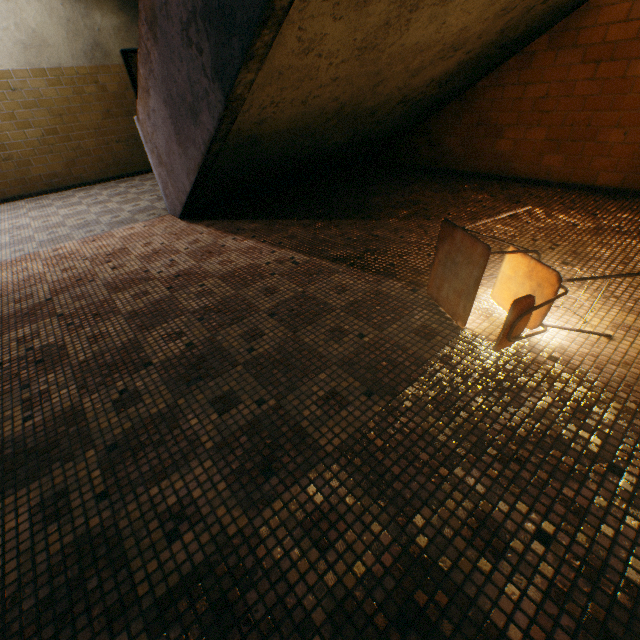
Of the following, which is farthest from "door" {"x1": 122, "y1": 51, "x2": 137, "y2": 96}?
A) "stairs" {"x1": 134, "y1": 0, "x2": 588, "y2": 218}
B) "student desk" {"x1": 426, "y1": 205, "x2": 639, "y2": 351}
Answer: "student desk" {"x1": 426, "y1": 205, "x2": 639, "y2": 351}

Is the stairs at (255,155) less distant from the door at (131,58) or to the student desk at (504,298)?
the student desk at (504,298)

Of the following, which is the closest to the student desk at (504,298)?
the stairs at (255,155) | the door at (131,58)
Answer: the stairs at (255,155)

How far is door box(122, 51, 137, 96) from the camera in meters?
6.5 m

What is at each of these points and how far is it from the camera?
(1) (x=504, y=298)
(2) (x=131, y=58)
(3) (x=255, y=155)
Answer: (1) student desk, 2.00m
(2) door, 6.52m
(3) stairs, 3.43m

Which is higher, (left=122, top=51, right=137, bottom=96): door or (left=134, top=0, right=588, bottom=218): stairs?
(left=122, top=51, right=137, bottom=96): door

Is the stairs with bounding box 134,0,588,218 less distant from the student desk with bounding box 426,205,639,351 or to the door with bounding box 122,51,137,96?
the student desk with bounding box 426,205,639,351
